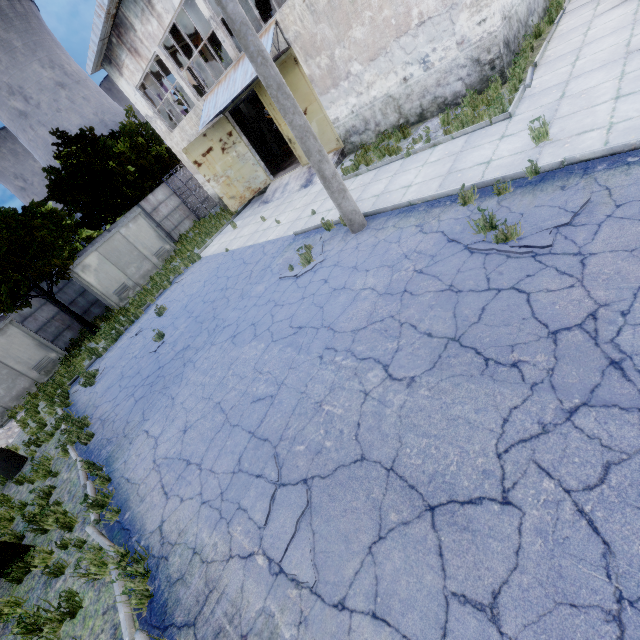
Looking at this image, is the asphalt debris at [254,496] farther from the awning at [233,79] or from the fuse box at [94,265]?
the fuse box at [94,265]

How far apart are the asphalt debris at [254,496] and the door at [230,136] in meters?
16.4 m

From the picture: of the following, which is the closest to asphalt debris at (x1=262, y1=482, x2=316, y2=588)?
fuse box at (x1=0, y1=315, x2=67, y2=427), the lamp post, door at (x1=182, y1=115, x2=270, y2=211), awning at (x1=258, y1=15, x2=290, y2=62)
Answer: the lamp post

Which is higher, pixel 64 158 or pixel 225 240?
pixel 64 158

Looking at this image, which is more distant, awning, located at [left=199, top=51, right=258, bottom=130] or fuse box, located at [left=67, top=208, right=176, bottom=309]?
fuse box, located at [left=67, top=208, right=176, bottom=309]

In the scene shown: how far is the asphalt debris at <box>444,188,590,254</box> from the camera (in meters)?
4.70

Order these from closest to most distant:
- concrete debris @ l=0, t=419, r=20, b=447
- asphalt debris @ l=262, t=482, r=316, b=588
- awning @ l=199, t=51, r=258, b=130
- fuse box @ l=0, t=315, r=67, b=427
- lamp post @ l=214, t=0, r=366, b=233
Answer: asphalt debris @ l=262, t=482, r=316, b=588 → lamp post @ l=214, t=0, r=366, b=233 → awning @ l=199, t=51, r=258, b=130 → concrete debris @ l=0, t=419, r=20, b=447 → fuse box @ l=0, t=315, r=67, b=427

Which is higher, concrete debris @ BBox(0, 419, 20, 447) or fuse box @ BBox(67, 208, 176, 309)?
fuse box @ BBox(67, 208, 176, 309)
